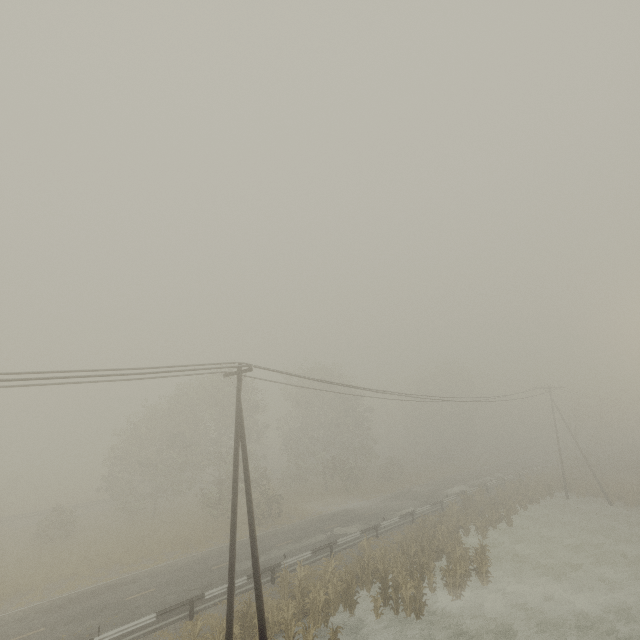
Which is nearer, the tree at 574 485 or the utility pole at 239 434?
the utility pole at 239 434

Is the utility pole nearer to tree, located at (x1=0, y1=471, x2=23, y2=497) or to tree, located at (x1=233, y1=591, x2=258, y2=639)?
tree, located at (x1=233, y1=591, x2=258, y2=639)

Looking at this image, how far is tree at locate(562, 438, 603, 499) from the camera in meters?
35.6 m

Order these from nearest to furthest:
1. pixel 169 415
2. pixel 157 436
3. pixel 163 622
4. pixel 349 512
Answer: pixel 163 622
pixel 349 512
pixel 169 415
pixel 157 436

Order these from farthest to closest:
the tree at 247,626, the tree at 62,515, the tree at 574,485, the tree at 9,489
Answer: the tree at 9,489 < the tree at 574,485 < the tree at 62,515 < the tree at 247,626

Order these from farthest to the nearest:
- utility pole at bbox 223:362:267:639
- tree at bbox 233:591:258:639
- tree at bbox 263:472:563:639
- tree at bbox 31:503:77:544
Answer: tree at bbox 31:503:77:544 → tree at bbox 263:472:563:639 → tree at bbox 233:591:258:639 → utility pole at bbox 223:362:267:639

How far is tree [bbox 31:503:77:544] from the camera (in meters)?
27.56

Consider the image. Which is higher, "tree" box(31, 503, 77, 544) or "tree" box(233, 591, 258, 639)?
"tree" box(31, 503, 77, 544)
